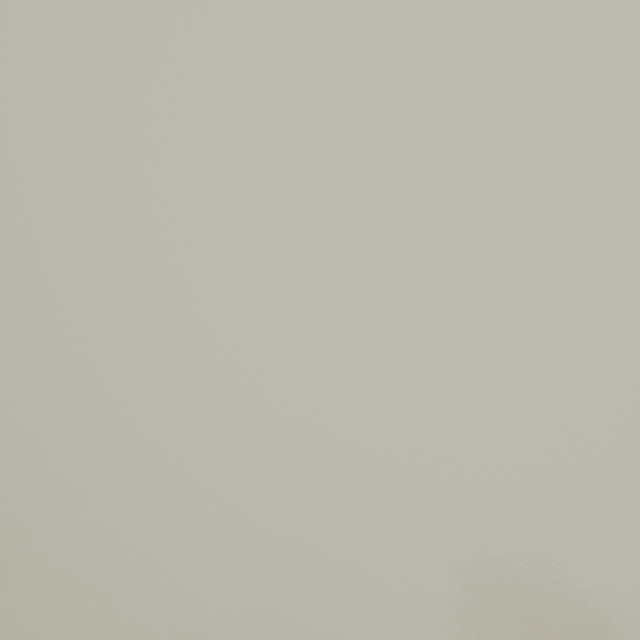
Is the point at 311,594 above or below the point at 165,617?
above
